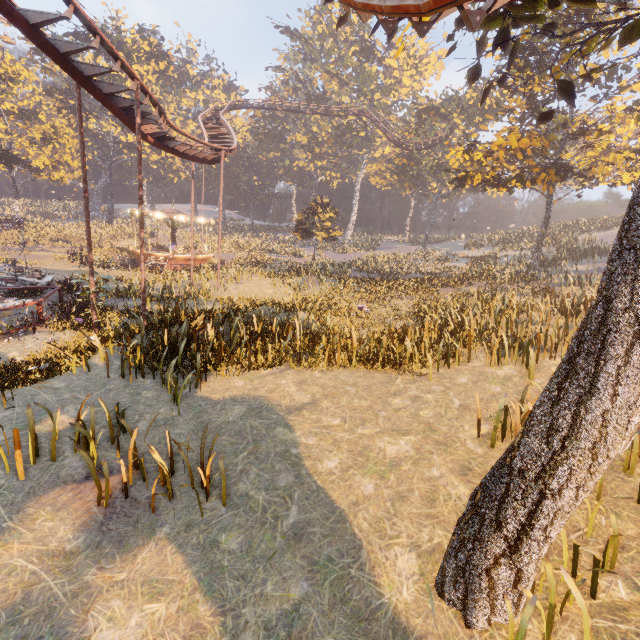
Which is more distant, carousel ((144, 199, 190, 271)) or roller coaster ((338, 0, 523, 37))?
carousel ((144, 199, 190, 271))

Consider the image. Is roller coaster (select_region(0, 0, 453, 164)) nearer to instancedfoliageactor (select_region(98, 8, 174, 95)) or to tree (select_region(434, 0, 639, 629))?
tree (select_region(434, 0, 639, 629))

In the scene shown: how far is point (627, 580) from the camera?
3.9m

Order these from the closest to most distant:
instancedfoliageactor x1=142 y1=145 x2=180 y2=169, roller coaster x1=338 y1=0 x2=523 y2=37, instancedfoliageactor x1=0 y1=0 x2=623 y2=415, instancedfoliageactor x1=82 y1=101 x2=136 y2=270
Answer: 1. roller coaster x1=338 y1=0 x2=523 y2=37
2. instancedfoliageactor x1=0 y1=0 x2=623 y2=415
3. instancedfoliageactor x1=82 y1=101 x2=136 y2=270
4. instancedfoliageactor x1=142 y1=145 x2=180 y2=169

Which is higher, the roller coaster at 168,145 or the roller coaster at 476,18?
the roller coaster at 168,145

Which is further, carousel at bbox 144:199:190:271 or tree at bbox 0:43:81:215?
tree at bbox 0:43:81:215

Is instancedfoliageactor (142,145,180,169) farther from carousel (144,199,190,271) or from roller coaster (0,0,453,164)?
roller coaster (0,0,453,164)

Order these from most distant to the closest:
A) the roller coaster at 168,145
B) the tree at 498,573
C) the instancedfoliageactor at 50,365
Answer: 1. the instancedfoliageactor at 50,365
2. the roller coaster at 168,145
3. the tree at 498,573
